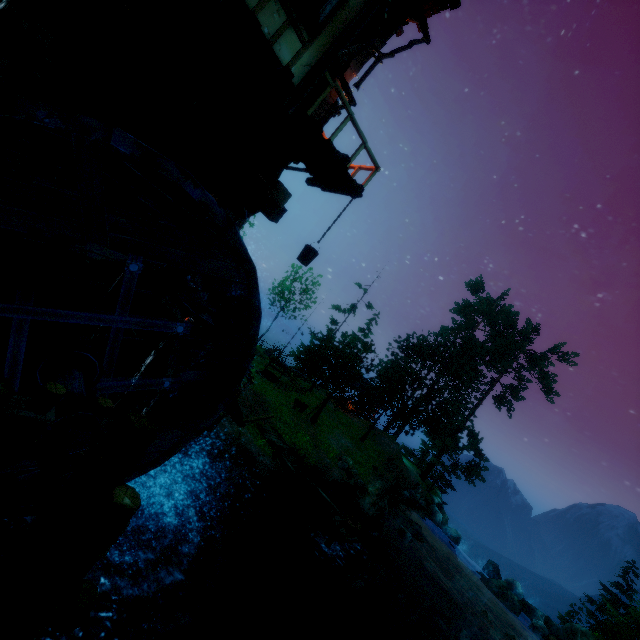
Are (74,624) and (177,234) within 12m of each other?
yes

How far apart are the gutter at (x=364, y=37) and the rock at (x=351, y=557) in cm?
1725

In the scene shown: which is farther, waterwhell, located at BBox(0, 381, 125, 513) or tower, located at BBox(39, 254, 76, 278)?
tower, located at BBox(39, 254, 76, 278)

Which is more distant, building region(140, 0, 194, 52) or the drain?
building region(140, 0, 194, 52)

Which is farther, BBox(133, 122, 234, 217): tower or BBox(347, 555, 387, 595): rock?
BBox(347, 555, 387, 595): rock

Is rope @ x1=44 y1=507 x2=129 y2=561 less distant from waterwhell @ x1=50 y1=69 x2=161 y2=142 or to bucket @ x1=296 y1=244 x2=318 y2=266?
waterwhell @ x1=50 y1=69 x2=161 y2=142

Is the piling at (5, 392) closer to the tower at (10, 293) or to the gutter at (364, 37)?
the tower at (10, 293)

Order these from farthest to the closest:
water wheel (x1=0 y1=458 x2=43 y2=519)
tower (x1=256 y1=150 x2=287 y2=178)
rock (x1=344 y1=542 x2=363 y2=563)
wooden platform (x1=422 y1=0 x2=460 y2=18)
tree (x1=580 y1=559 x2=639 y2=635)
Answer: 1. tree (x1=580 y1=559 x2=639 y2=635)
2. rock (x1=344 y1=542 x2=363 y2=563)
3. wooden platform (x1=422 y1=0 x2=460 y2=18)
4. tower (x1=256 y1=150 x2=287 y2=178)
5. water wheel (x1=0 y1=458 x2=43 y2=519)
